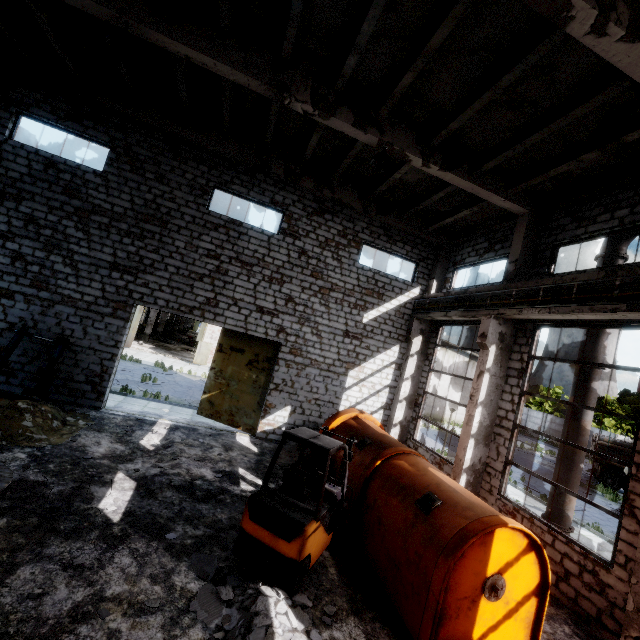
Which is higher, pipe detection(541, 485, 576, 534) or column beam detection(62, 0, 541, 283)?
column beam detection(62, 0, 541, 283)

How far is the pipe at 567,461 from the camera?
8.5m

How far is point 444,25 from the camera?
6.1m

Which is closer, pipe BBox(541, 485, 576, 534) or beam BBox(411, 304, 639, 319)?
beam BBox(411, 304, 639, 319)

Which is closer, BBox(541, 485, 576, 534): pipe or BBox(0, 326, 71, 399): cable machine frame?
BBox(541, 485, 576, 534): pipe

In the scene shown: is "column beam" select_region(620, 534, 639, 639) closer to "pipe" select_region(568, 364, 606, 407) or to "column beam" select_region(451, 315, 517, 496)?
"pipe" select_region(568, 364, 606, 407)

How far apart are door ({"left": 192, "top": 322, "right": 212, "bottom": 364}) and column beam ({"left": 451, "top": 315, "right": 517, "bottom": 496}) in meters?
22.6

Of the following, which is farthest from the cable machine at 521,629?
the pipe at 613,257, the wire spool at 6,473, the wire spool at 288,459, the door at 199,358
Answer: the door at 199,358
